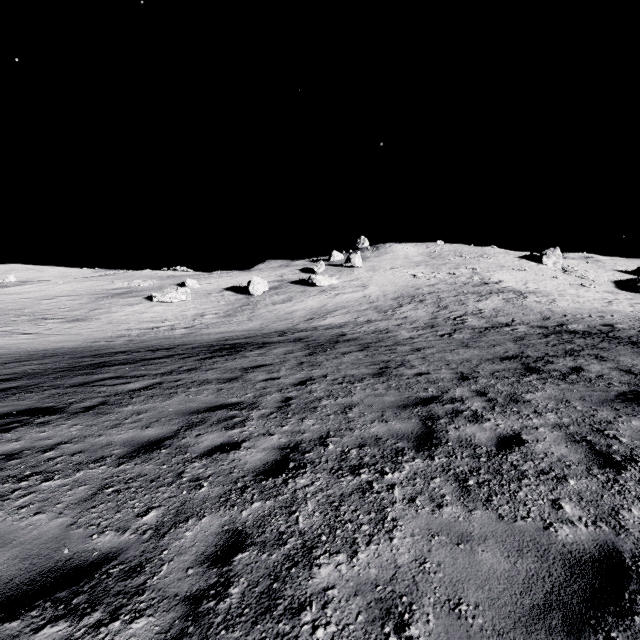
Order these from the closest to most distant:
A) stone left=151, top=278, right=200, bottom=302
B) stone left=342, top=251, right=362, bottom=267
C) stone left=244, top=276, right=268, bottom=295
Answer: stone left=151, top=278, right=200, bottom=302
stone left=244, top=276, right=268, bottom=295
stone left=342, top=251, right=362, bottom=267

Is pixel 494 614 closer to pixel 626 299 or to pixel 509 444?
pixel 509 444

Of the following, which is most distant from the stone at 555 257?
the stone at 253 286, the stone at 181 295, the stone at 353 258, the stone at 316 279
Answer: the stone at 181 295

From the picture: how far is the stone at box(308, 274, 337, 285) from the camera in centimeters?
3825cm

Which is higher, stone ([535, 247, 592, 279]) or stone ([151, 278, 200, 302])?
stone ([535, 247, 592, 279])

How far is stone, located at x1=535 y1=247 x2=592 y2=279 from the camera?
49.03m

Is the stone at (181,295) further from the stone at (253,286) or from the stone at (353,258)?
the stone at (353,258)

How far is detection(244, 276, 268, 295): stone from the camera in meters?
35.7 m
